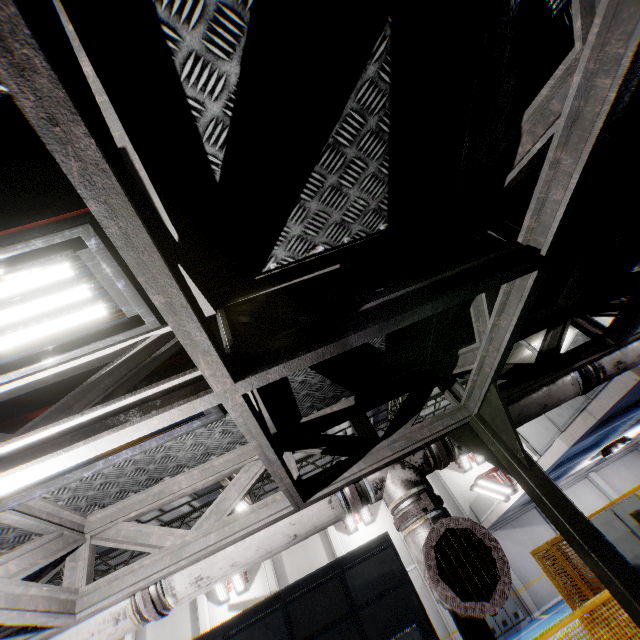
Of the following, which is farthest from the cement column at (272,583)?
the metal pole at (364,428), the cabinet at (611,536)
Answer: the cabinet at (611,536)

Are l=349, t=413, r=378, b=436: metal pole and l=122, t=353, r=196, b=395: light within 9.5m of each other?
yes

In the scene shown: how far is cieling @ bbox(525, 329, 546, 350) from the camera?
11.9 meters

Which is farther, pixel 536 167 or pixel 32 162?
pixel 536 167

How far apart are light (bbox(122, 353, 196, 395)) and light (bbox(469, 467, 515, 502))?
15.8 meters

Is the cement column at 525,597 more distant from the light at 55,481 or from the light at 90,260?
the light at 90,260

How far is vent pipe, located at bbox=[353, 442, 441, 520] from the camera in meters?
3.0 m

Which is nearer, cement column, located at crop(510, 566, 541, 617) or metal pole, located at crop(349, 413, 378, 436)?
metal pole, located at crop(349, 413, 378, 436)
